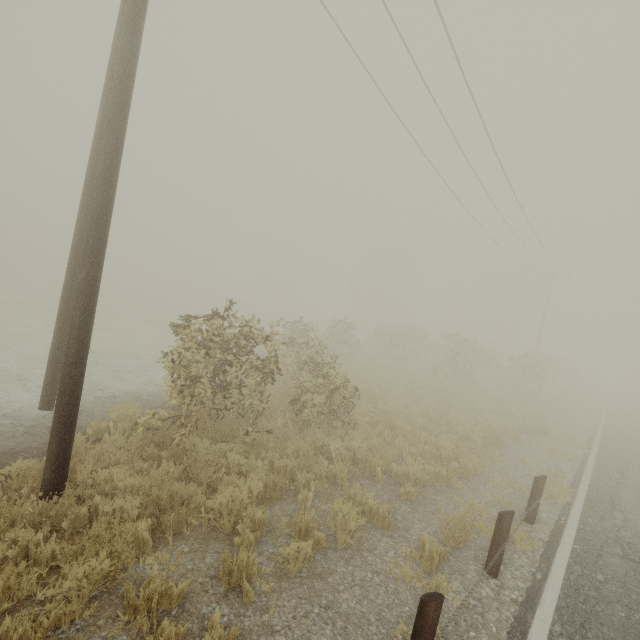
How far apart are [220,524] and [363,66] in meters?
12.6 m

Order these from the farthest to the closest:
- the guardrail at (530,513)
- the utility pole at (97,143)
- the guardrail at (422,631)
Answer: the guardrail at (530,513), the utility pole at (97,143), the guardrail at (422,631)

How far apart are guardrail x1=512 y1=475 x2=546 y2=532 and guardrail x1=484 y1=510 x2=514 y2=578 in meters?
2.1 m

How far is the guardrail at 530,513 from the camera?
6.1 meters

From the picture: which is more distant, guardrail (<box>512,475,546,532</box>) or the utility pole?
guardrail (<box>512,475,546,532</box>)

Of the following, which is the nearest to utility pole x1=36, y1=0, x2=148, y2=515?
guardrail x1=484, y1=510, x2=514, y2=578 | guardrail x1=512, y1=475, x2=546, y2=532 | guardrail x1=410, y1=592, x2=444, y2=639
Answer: guardrail x1=410, y1=592, x2=444, y2=639

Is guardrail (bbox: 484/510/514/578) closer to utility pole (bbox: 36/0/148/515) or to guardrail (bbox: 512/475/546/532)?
guardrail (bbox: 512/475/546/532)

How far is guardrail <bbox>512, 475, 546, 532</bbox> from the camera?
6.05m
